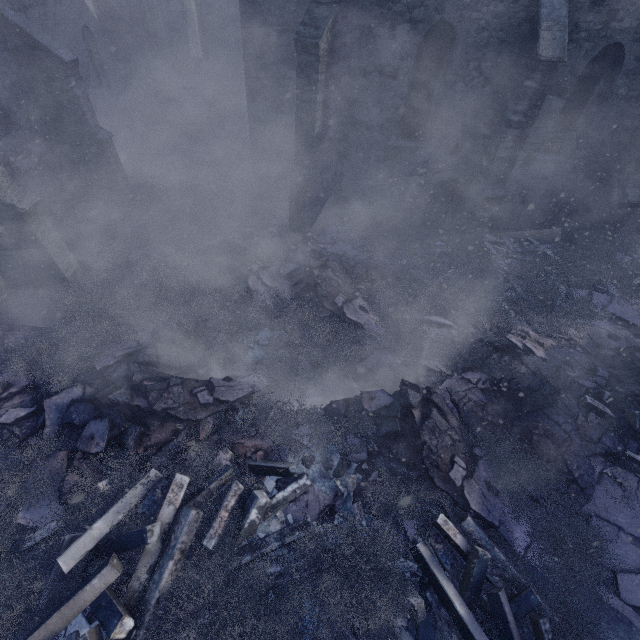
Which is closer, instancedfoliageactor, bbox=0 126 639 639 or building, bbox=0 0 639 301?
instancedfoliageactor, bbox=0 126 639 639

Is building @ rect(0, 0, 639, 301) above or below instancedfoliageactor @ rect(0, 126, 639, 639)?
above

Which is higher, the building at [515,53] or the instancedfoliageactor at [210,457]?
the building at [515,53]

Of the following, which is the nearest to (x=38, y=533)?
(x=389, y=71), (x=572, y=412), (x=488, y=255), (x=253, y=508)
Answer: (x=253, y=508)

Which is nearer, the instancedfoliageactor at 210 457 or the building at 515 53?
the instancedfoliageactor at 210 457
